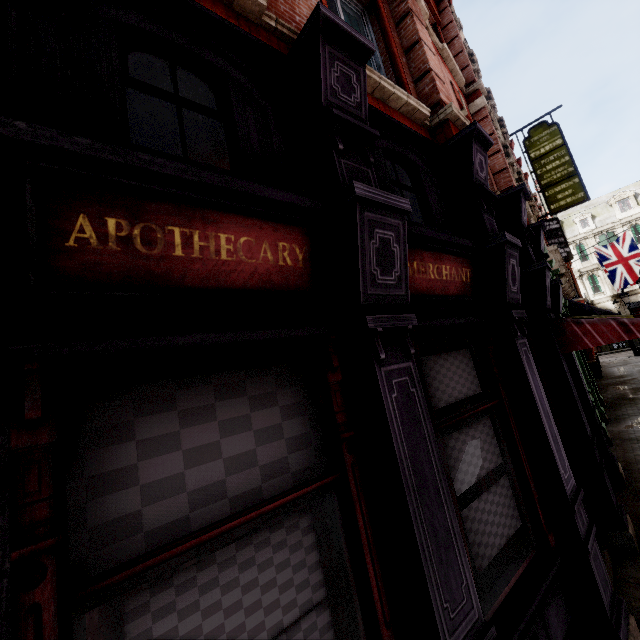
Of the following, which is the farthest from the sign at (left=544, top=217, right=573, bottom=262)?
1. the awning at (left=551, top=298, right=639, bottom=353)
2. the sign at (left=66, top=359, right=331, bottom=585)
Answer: the sign at (left=66, top=359, right=331, bottom=585)

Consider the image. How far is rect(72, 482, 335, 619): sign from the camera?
1.3 meters

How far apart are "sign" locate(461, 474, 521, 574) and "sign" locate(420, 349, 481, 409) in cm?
90

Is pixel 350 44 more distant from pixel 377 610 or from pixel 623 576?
pixel 623 576

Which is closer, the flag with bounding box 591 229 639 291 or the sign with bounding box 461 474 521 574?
Answer: the sign with bounding box 461 474 521 574

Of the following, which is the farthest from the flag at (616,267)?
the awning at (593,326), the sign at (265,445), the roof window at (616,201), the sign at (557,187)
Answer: the sign at (265,445)

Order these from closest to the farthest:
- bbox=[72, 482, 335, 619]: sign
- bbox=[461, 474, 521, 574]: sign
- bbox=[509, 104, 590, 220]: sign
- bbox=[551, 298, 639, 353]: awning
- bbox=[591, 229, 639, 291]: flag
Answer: bbox=[72, 482, 335, 619]: sign
bbox=[461, 474, 521, 574]: sign
bbox=[551, 298, 639, 353]: awning
bbox=[509, 104, 590, 220]: sign
bbox=[591, 229, 639, 291]: flag

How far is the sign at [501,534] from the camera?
2.82m
